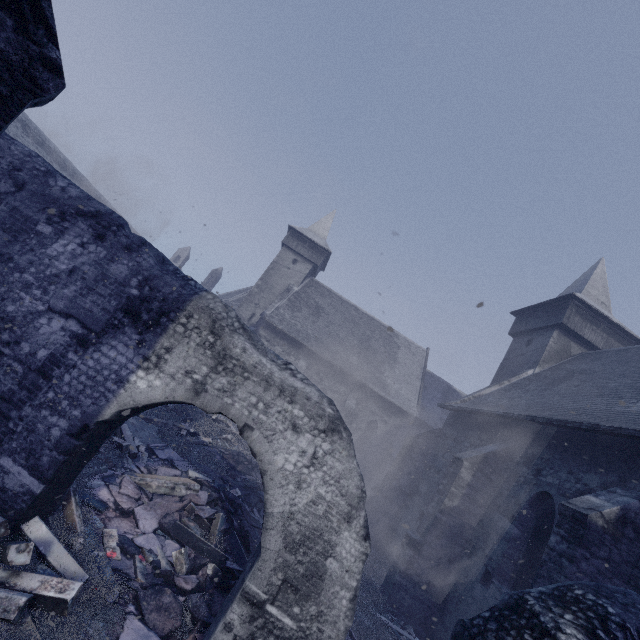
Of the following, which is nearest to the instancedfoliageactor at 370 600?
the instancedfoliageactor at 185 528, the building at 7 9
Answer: the building at 7 9

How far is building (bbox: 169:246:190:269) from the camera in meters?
46.4 m

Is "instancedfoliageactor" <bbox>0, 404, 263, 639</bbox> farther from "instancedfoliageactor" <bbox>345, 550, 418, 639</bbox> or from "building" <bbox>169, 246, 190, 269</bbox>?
"instancedfoliageactor" <bbox>345, 550, 418, 639</bbox>

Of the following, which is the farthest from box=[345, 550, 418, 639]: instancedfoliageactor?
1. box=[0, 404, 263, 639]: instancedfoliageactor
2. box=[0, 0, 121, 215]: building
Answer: box=[0, 404, 263, 639]: instancedfoliageactor

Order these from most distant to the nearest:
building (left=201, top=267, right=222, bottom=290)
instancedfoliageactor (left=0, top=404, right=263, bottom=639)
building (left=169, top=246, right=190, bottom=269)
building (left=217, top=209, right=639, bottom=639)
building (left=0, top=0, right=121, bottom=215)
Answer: building (left=169, top=246, right=190, bottom=269) → building (left=201, top=267, right=222, bottom=290) → building (left=217, top=209, right=639, bottom=639) → instancedfoliageactor (left=0, top=404, right=263, bottom=639) → building (left=0, top=0, right=121, bottom=215)

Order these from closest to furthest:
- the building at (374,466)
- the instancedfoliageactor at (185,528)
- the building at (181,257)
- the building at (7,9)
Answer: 1. the building at (7,9)
2. the instancedfoliageactor at (185,528)
3. the building at (374,466)
4. the building at (181,257)

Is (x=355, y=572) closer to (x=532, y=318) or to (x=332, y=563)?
(x=332, y=563)
